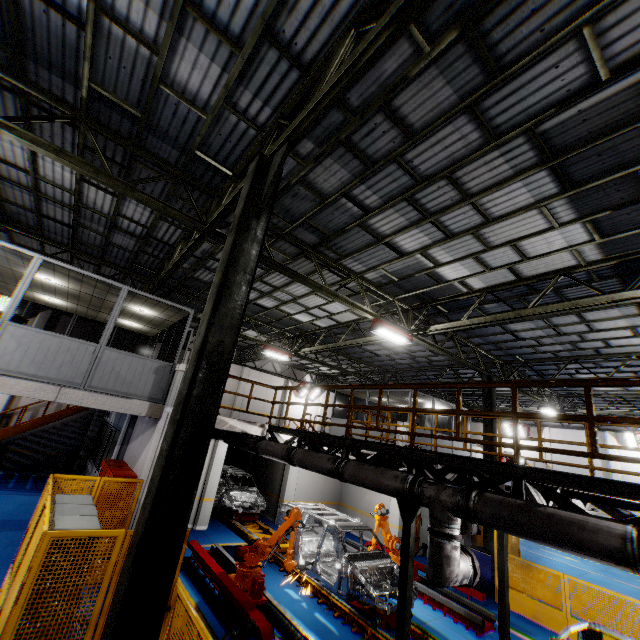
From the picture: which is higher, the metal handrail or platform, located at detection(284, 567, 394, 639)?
the metal handrail

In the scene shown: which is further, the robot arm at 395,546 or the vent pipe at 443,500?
the robot arm at 395,546

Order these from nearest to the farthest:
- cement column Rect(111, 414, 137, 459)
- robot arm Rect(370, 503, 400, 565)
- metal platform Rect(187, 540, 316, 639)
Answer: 1. metal platform Rect(187, 540, 316, 639)
2. robot arm Rect(370, 503, 400, 565)
3. cement column Rect(111, 414, 137, 459)

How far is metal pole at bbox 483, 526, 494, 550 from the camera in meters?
12.4

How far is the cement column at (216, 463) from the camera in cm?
1251

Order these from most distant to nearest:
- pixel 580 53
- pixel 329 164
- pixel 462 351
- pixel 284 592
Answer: pixel 462 351 → pixel 284 592 → pixel 329 164 → pixel 580 53

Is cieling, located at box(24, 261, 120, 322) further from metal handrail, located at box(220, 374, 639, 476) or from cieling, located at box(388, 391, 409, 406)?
cieling, located at box(388, 391, 409, 406)

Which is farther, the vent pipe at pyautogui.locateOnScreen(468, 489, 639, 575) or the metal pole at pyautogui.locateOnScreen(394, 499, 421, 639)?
the metal pole at pyautogui.locateOnScreen(394, 499, 421, 639)
